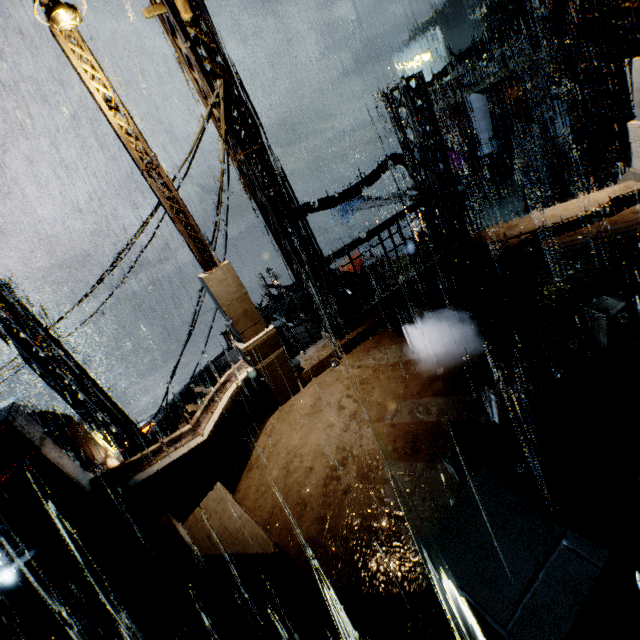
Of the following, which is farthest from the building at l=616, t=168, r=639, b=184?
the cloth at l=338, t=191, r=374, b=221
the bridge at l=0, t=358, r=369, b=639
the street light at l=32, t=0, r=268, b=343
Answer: the cloth at l=338, t=191, r=374, b=221

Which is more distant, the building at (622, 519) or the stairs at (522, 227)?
the stairs at (522, 227)

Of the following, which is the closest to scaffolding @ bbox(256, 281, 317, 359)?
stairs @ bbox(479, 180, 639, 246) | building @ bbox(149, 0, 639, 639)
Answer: building @ bbox(149, 0, 639, 639)

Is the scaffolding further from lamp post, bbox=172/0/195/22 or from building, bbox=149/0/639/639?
lamp post, bbox=172/0/195/22

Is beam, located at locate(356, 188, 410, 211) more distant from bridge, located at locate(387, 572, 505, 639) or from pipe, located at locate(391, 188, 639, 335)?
bridge, located at locate(387, 572, 505, 639)

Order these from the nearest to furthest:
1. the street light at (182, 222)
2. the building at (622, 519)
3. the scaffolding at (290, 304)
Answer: the building at (622, 519) < the street light at (182, 222) < the scaffolding at (290, 304)

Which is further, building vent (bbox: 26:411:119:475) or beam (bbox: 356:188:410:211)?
beam (bbox: 356:188:410:211)

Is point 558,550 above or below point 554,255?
above
